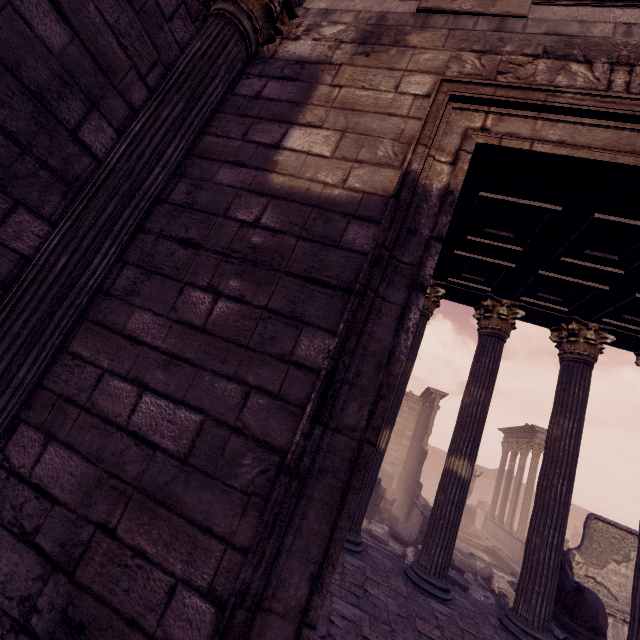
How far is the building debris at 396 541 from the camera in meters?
11.1

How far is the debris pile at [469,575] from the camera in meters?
10.2

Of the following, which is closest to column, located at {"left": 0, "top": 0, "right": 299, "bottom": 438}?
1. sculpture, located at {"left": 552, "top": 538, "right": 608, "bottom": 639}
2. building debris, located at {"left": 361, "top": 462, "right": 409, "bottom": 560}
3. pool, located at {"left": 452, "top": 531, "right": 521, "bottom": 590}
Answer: sculpture, located at {"left": 552, "top": 538, "right": 608, "bottom": 639}

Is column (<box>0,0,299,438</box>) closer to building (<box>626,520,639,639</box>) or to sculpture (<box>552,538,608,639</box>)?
building (<box>626,520,639,639</box>)

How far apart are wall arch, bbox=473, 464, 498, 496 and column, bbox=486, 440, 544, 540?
16.6 meters

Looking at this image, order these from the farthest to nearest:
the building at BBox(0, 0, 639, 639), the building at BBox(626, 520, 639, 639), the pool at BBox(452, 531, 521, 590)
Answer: the pool at BBox(452, 531, 521, 590) < the building at BBox(626, 520, 639, 639) < the building at BBox(0, 0, 639, 639)

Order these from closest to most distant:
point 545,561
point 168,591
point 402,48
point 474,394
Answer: point 168,591
point 402,48
point 545,561
point 474,394

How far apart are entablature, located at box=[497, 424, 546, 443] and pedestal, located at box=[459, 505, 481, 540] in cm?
564
